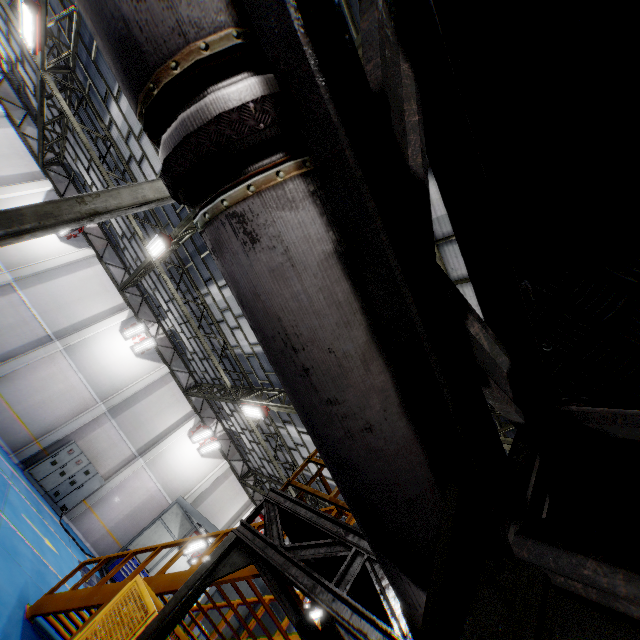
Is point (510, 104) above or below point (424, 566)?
above

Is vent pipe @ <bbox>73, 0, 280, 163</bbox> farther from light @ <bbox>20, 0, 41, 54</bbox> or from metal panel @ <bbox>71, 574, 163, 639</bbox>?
light @ <bbox>20, 0, 41, 54</bbox>

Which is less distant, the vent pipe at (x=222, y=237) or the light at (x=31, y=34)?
the vent pipe at (x=222, y=237)

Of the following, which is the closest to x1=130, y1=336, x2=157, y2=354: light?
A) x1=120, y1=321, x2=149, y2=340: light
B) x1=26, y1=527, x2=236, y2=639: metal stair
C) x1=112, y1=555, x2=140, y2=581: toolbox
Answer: x1=120, y1=321, x2=149, y2=340: light

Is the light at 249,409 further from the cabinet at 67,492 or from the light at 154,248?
the cabinet at 67,492

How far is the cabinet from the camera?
15.7m

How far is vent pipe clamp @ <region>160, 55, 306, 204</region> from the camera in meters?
0.7

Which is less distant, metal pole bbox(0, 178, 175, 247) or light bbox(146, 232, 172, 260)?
metal pole bbox(0, 178, 175, 247)
